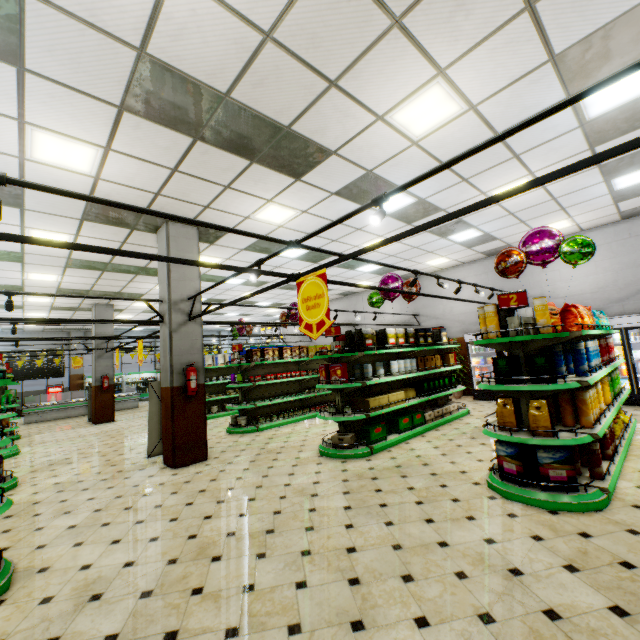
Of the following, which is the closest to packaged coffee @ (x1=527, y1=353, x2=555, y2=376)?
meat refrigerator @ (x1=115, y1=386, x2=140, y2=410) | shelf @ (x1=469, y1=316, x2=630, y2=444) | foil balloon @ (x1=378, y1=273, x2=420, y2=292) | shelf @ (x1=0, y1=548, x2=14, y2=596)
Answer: shelf @ (x1=469, y1=316, x2=630, y2=444)

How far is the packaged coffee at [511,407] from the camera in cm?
406

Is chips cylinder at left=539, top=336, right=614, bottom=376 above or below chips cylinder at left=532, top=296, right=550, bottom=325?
below

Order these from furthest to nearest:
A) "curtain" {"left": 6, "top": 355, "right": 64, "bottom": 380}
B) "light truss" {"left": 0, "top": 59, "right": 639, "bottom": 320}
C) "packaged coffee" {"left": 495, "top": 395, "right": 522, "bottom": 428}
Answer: "curtain" {"left": 6, "top": 355, "right": 64, "bottom": 380}, "packaged coffee" {"left": 495, "top": 395, "right": 522, "bottom": 428}, "light truss" {"left": 0, "top": 59, "right": 639, "bottom": 320}

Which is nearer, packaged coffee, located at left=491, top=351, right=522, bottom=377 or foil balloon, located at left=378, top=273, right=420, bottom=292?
packaged coffee, located at left=491, top=351, right=522, bottom=377

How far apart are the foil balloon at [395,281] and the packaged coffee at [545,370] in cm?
389

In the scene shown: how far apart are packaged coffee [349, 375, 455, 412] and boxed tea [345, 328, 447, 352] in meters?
1.0

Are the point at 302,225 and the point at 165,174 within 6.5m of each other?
yes
